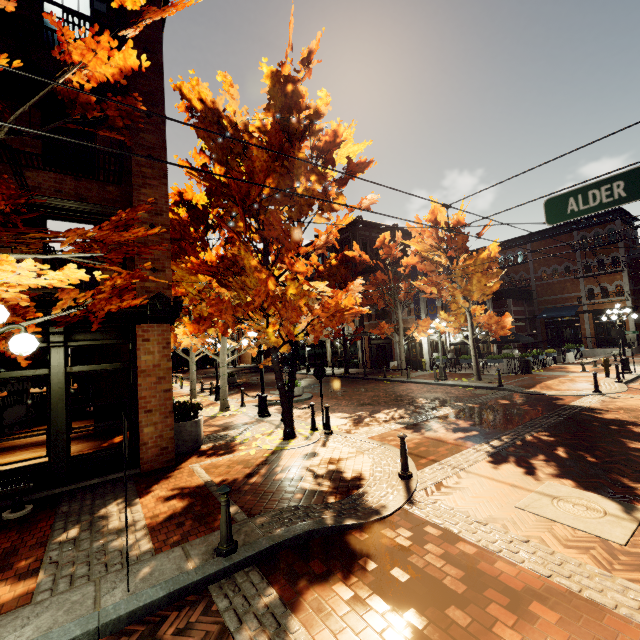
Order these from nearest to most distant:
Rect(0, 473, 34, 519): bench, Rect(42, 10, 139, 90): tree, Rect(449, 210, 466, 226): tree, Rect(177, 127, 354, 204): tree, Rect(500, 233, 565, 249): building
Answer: Rect(42, 10, 139, 90): tree
Rect(0, 473, 34, 519): bench
Rect(177, 127, 354, 204): tree
Rect(449, 210, 466, 226): tree
Rect(500, 233, 565, 249): building

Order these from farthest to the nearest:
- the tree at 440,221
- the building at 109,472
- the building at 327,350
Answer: the building at 327,350 < the tree at 440,221 < the building at 109,472

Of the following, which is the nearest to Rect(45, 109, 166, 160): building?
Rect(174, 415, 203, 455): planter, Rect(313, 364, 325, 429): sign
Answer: Rect(174, 415, 203, 455): planter

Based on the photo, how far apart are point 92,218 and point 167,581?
7.7m

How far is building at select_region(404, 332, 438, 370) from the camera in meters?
24.3

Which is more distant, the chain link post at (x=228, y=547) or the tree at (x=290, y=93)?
the tree at (x=290, y=93)

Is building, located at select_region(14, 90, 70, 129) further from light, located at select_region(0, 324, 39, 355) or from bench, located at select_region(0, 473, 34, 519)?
light, located at select_region(0, 324, 39, 355)

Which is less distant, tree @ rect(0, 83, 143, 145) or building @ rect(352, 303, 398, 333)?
tree @ rect(0, 83, 143, 145)
